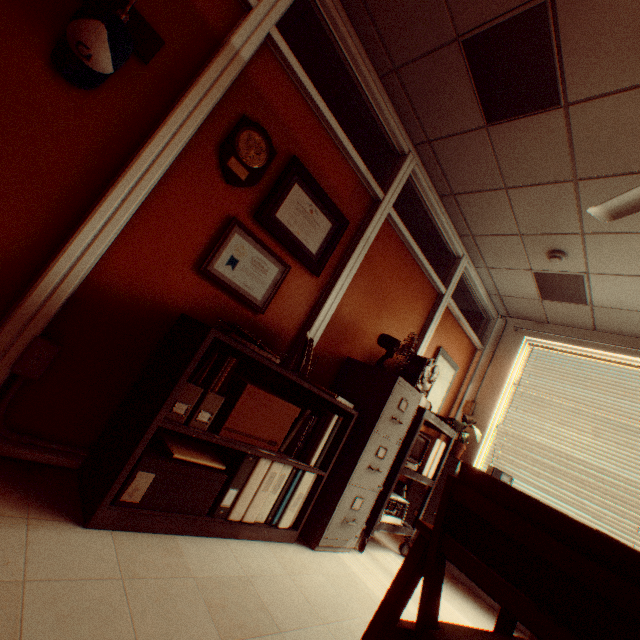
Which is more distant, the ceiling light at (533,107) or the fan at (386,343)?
the fan at (386,343)

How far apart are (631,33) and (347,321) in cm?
255

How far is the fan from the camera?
3.0 meters

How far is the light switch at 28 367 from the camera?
1.57m

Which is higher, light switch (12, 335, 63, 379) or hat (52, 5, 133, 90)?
hat (52, 5, 133, 90)

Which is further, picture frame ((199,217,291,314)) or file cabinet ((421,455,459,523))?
file cabinet ((421,455,459,523))

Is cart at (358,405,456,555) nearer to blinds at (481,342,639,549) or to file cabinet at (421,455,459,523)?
file cabinet at (421,455,459,523)

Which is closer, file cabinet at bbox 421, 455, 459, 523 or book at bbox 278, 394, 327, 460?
book at bbox 278, 394, 327, 460
